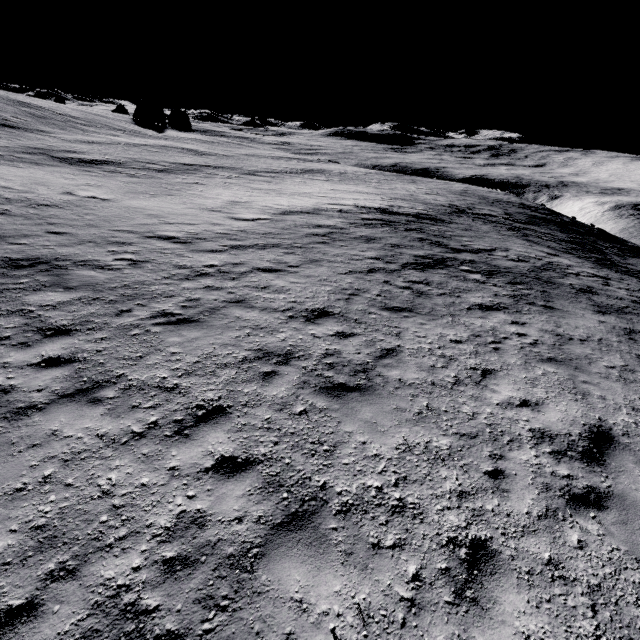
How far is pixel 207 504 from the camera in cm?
400
